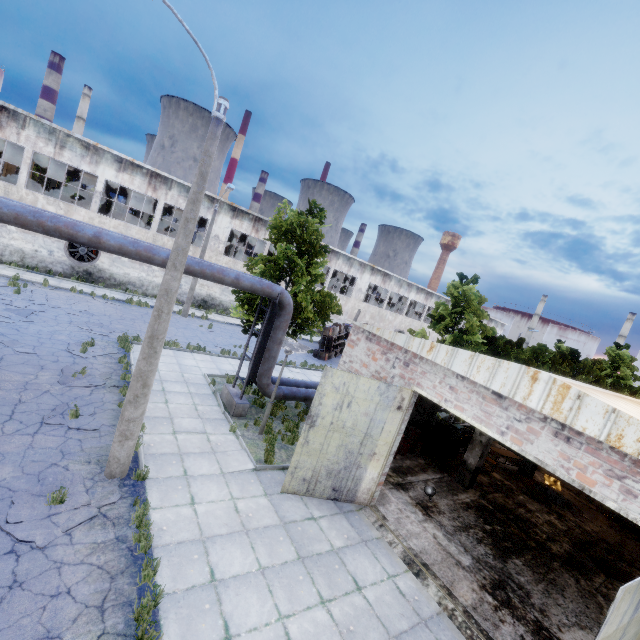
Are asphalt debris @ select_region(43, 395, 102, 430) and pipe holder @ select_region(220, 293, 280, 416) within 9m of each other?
yes

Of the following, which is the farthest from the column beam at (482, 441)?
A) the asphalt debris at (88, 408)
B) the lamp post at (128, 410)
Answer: the asphalt debris at (88, 408)

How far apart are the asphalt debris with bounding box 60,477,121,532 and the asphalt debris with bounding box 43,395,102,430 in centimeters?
171cm

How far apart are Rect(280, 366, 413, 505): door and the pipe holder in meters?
4.1

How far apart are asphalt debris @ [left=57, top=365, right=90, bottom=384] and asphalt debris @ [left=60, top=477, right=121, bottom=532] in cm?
434

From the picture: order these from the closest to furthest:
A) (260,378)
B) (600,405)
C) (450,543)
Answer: (600,405) → (450,543) → (260,378)

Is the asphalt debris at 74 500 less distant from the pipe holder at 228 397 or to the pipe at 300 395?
the pipe holder at 228 397

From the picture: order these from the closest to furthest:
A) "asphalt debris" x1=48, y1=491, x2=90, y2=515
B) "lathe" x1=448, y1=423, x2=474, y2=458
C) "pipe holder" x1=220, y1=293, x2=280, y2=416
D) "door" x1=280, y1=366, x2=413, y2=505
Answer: "asphalt debris" x1=48, y1=491, x2=90, y2=515
"door" x1=280, y1=366, x2=413, y2=505
"pipe holder" x1=220, y1=293, x2=280, y2=416
"lathe" x1=448, y1=423, x2=474, y2=458
